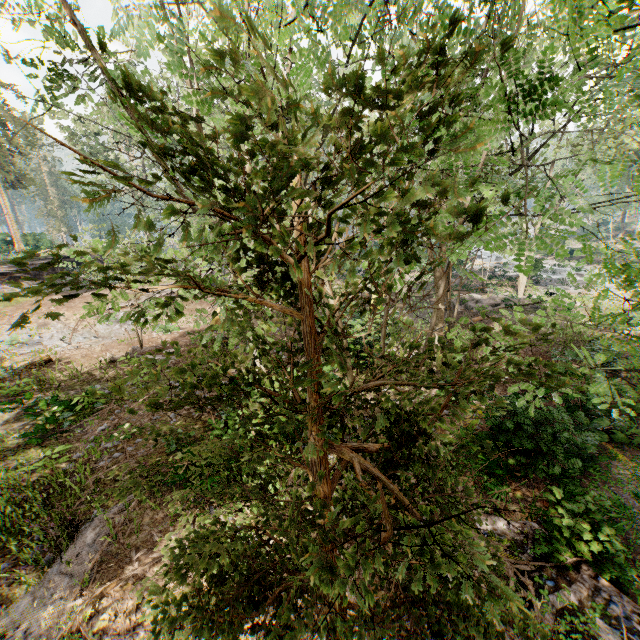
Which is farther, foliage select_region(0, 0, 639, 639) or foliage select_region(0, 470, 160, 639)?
foliage select_region(0, 470, 160, 639)

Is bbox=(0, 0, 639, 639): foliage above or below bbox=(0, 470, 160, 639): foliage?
above

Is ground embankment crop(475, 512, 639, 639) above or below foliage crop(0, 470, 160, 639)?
below

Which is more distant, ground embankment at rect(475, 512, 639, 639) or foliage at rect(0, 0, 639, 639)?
ground embankment at rect(475, 512, 639, 639)

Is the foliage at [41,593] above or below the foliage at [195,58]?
below

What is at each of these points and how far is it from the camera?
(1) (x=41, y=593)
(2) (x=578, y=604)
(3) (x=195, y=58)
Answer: (1) foliage, 5.25m
(2) ground embankment, 5.38m
(3) foliage, 0.88m

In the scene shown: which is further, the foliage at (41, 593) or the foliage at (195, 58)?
the foliage at (41, 593)
